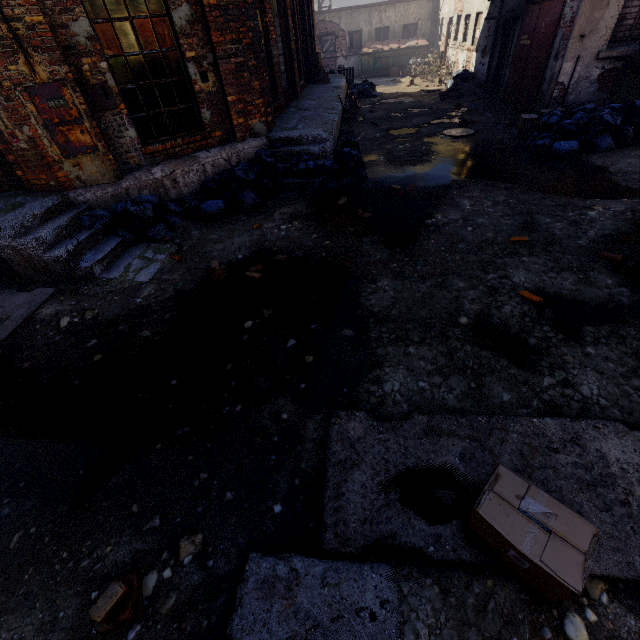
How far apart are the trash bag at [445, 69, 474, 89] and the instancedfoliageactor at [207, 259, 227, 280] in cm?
1603

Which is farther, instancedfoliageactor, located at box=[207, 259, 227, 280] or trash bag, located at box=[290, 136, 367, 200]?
trash bag, located at box=[290, 136, 367, 200]

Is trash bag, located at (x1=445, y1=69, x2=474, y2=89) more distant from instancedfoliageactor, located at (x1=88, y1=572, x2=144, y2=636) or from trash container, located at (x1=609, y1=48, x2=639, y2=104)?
instancedfoliageactor, located at (x1=88, y1=572, x2=144, y2=636)

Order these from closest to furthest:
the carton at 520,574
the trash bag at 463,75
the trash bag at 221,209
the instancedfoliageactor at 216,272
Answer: the carton at 520,574, the instancedfoliageactor at 216,272, the trash bag at 221,209, the trash bag at 463,75

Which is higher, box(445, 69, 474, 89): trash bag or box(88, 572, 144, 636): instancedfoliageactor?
box(445, 69, 474, 89): trash bag

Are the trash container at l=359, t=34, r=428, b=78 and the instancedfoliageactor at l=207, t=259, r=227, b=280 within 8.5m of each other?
no

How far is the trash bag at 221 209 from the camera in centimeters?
540cm

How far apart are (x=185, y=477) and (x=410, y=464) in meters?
1.8 m
